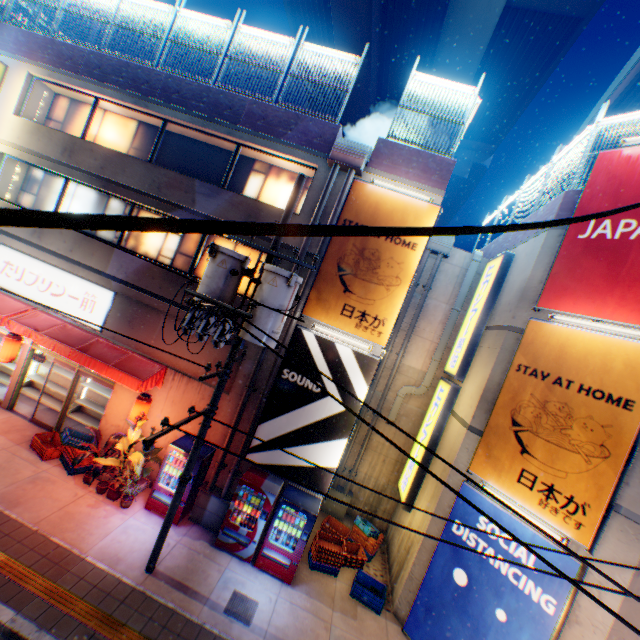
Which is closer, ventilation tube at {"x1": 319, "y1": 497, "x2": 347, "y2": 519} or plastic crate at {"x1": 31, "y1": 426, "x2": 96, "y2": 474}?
plastic crate at {"x1": 31, "y1": 426, "x2": 96, "y2": 474}

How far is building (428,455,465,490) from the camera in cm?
879

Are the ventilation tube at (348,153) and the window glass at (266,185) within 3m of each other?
yes

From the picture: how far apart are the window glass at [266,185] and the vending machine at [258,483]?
7.97m

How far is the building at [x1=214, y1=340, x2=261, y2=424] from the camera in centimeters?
995cm

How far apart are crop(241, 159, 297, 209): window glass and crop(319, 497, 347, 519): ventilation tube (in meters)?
10.00

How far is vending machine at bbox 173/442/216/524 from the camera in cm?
916

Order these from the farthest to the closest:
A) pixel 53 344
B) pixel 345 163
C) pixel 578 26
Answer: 1. pixel 578 26
2. pixel 53 344
3. pixel 345 163
